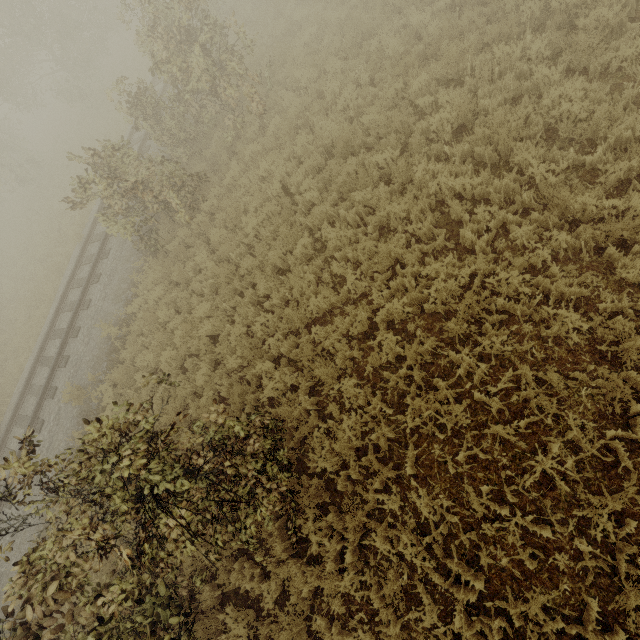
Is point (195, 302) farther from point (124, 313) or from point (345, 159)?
point (345, 159)
